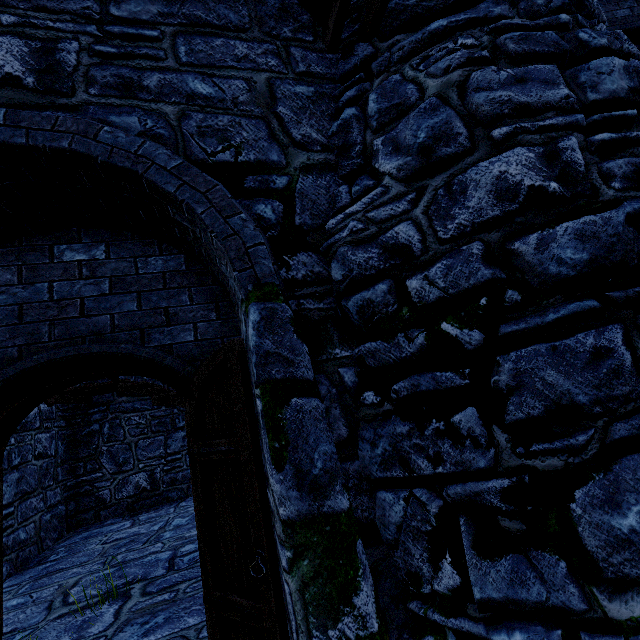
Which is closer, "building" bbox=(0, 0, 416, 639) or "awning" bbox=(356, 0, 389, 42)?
"building" bbox=(0, 0, 416, 639)

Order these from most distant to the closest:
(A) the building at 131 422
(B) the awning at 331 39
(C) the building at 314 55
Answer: (A) the building at 131 422
(B) the awning at 331 39
(C) the building at 314 55

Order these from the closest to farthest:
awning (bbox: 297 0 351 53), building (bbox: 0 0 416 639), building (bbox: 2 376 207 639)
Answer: building (bbox: 0 0 416 639) < awning (bbox: 297 0 351 53) < building (bbox: 2 376 207 639)

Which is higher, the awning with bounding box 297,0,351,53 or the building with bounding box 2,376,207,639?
the awning with bounding box 297,0,351,53

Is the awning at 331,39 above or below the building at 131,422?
above

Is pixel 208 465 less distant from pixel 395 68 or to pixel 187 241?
pixel 187 241
